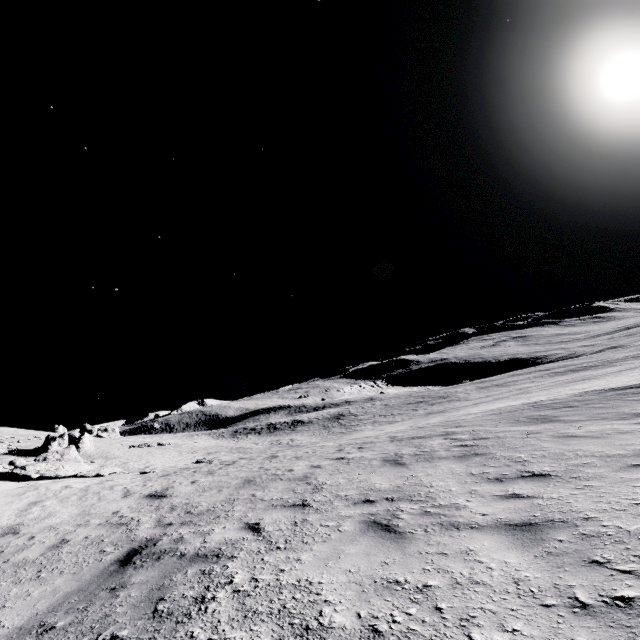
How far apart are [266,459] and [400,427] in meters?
12.4 m
